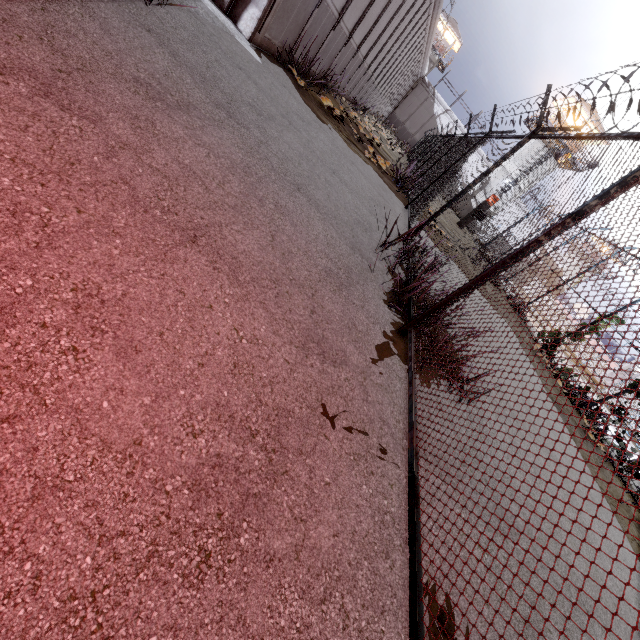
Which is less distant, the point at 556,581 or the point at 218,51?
the point at 556,581

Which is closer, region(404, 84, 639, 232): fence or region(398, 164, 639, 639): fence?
region(398, 164, 639, 639): fence

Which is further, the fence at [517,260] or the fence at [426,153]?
the fence at [426,153]
